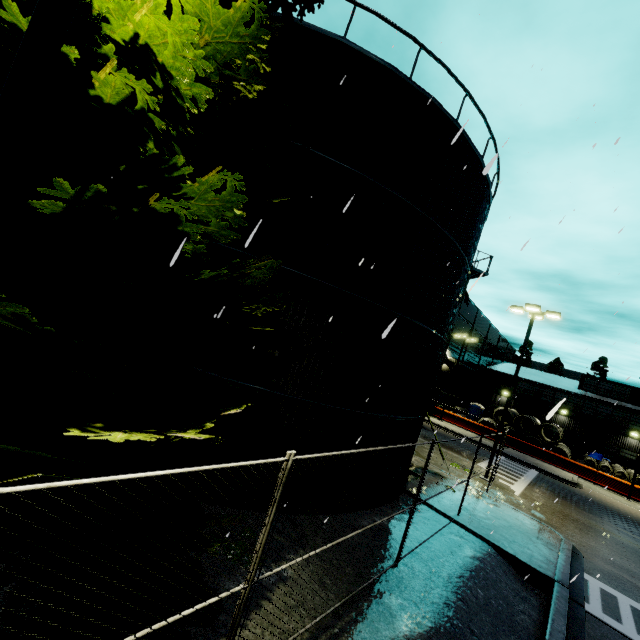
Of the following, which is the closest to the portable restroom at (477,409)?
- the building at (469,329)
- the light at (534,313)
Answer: the building at (469,329)

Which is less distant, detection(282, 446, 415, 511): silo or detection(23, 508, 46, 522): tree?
detection(23, 508, 46, 522): tree

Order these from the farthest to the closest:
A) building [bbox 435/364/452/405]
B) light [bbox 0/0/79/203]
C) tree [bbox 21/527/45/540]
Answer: building [bbox 435/364/452/405], tree [bbox 21/527/45/540], light [bbox 0/0/79/203]

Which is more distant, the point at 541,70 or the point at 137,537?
the point at 541,70

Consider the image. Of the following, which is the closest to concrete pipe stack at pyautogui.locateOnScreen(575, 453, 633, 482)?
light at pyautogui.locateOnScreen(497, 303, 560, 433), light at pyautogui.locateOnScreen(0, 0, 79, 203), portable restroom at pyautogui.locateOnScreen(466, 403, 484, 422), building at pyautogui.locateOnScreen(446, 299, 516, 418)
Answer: building at pyautogui.locateOnScreen(446, 299, 516, 418)

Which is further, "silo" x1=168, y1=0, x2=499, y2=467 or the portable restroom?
the portable restroom

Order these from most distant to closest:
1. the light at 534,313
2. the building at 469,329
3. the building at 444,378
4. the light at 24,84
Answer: the building at 469,329 → the building at 444,378 → the light at 534,313 → the light at 24,84

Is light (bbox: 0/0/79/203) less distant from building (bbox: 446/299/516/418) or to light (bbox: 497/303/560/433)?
building (bbox: 446/299/516/418)
